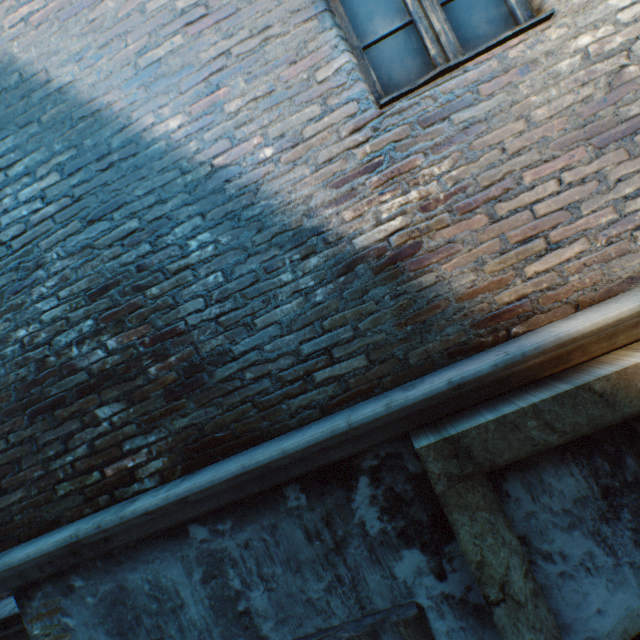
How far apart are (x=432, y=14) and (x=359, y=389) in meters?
2.2
